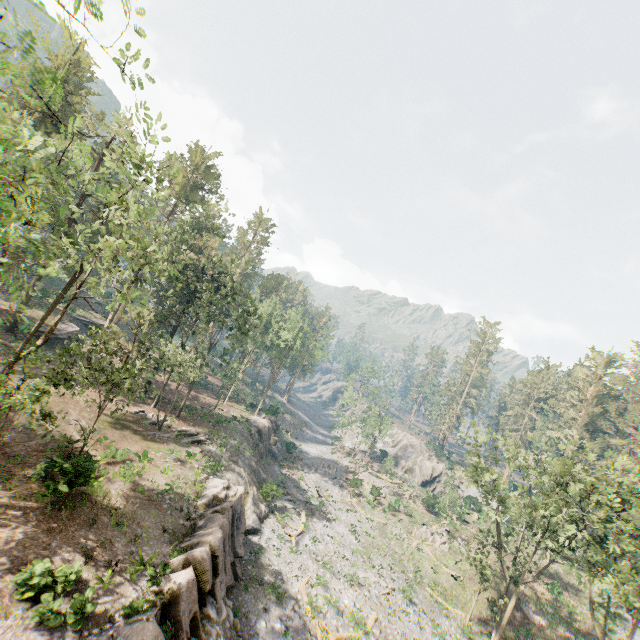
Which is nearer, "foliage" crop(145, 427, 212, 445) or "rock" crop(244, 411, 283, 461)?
"foliage" crop(145, 427, 212, 445)

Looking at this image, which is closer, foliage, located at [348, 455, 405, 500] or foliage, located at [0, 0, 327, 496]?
foliage, located at [0, 0, 327, 496]

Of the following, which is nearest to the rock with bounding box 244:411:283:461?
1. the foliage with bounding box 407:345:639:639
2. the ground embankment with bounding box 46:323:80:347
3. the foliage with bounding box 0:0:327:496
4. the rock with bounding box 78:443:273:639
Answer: the rock with bounding box 78:443:273:639

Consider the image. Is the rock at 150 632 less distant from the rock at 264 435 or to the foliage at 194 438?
the foliage at 194 438

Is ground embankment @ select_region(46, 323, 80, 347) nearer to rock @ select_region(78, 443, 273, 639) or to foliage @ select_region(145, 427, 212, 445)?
foliage @ select_region(145, 427, 212, 445)

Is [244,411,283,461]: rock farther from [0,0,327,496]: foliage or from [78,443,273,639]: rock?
[0,0,327,496]: foliage

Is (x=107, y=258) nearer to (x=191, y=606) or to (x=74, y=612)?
(x=74, y=612)

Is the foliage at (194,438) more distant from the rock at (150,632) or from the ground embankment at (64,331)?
the ground embankment at (64,331)
